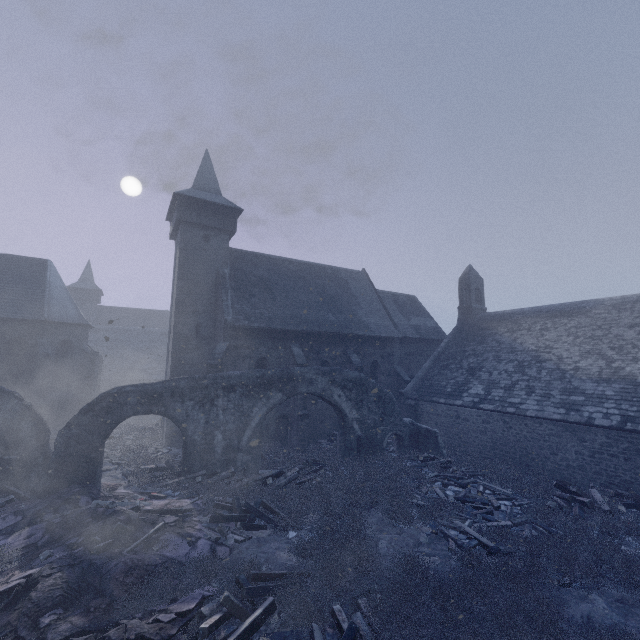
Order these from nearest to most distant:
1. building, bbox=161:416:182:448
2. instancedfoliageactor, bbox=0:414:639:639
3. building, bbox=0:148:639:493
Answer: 1. instancedfoliageactor, bbox=0:414:639:639
2. building, bbox=0:148:639:493
3. building, bbox=161:416:182:448

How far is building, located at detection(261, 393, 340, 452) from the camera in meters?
18.5

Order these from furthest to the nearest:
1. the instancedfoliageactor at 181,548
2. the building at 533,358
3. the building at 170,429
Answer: the building at 170,429 < the building at 533,358 < the instancedfoliageactor at 181,548

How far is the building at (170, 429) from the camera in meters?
18.4

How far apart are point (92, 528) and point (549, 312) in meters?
24.7

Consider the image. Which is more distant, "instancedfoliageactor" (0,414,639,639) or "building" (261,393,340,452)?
"building" (261,393,340,452)

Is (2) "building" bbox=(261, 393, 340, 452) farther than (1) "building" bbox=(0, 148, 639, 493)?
Yes
